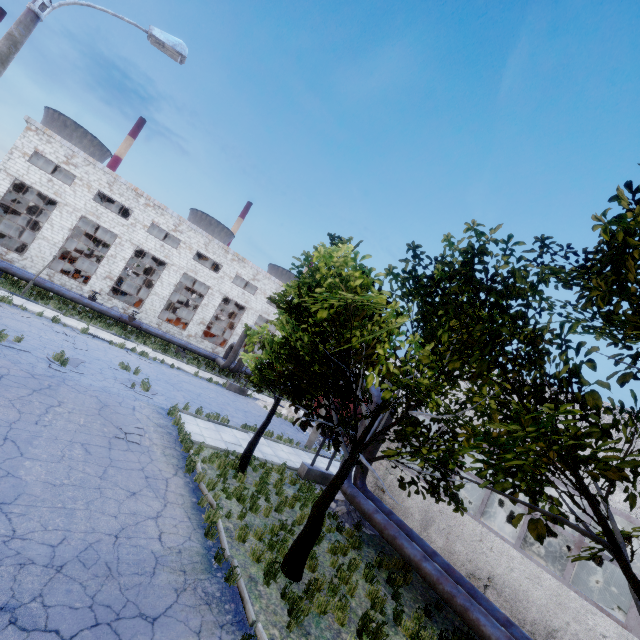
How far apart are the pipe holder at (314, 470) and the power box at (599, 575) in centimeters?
1242cm

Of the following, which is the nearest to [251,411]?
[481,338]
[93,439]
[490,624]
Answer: [93,439]

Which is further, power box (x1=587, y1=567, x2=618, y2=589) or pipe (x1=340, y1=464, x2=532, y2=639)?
power box (x1=587, y1=567, x2=618, y2=589)

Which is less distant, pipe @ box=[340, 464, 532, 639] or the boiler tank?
pipe @ box=[340, 464, 532, 639]

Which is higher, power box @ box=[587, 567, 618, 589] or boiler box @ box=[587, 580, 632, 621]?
boiler box @ box=[587, 580, 632, 621]

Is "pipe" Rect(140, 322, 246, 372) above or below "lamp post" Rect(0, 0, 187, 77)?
below

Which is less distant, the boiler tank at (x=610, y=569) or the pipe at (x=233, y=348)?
the boiler tank at (x=610, y=569)

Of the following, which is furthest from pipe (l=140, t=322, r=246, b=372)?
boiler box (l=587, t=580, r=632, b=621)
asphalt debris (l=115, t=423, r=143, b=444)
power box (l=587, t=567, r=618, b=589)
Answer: power box (l=587, t=567, r=618, b=589)
